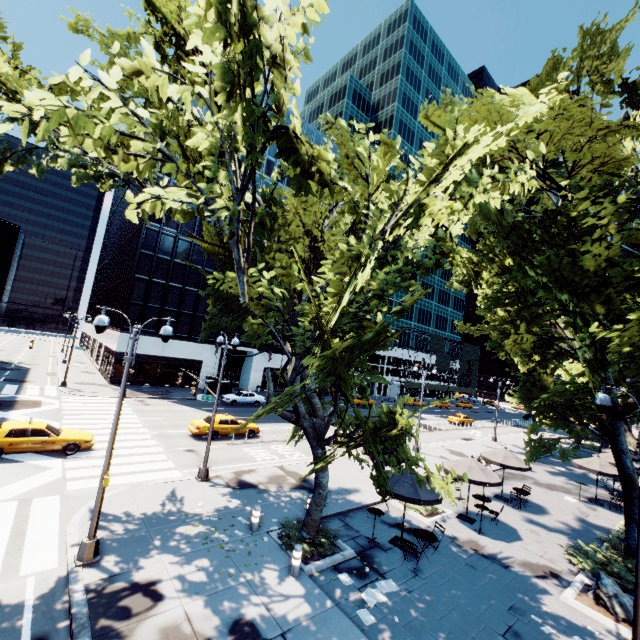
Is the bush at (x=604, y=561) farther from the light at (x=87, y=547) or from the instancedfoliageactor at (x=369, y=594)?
the light at (x=87, y=547)

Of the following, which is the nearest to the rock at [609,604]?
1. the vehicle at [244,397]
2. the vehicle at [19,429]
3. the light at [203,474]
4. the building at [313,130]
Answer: the light at [203,474]

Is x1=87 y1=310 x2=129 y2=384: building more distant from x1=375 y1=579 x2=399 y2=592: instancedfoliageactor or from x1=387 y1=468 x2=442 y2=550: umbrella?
x1=375 y1=579 x2=399 y2=592: instancedfoliageactor

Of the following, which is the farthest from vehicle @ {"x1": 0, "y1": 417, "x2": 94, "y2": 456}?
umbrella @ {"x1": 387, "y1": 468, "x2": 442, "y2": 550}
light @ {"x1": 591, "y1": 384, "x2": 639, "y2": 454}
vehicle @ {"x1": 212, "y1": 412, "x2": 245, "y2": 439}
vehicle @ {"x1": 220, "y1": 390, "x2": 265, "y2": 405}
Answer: light @ {"x1": 591, "y1": 384, "x2": 639, "y2": 454}

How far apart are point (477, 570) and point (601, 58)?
24.0 meters

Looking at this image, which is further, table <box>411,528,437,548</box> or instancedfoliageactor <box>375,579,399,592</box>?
table <box>411,528,437,548</box>

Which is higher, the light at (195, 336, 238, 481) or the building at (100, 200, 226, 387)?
the building at (100, 200, 226, 387)

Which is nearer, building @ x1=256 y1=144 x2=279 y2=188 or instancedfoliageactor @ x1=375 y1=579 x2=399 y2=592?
instancedfoliageactor @ x1=375 y1=579 x2=399 y2=592
